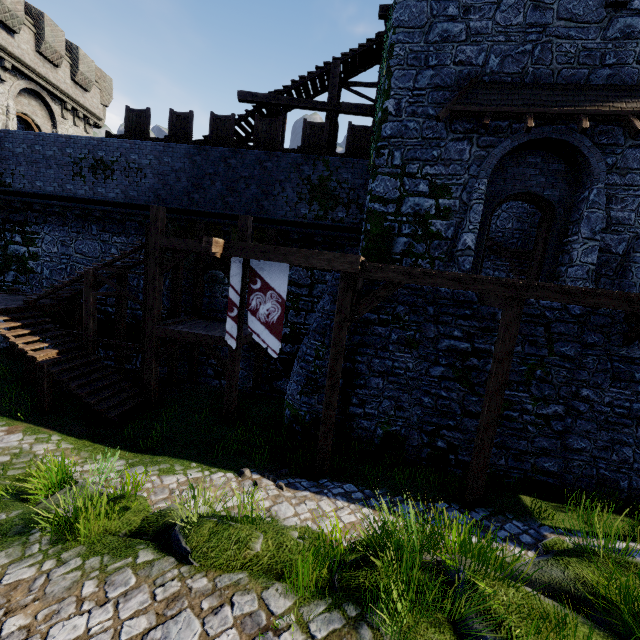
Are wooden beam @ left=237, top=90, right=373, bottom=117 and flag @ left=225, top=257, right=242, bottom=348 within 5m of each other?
no

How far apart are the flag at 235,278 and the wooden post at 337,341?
2.7m

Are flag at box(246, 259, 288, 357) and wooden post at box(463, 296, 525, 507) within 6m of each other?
yes

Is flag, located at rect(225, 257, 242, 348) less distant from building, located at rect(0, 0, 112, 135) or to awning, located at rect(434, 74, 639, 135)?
awning, located at rect(434, 74, 639, 135)

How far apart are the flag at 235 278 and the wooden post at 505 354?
6.69m

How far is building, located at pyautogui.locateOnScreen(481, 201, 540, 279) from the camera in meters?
14.7 m

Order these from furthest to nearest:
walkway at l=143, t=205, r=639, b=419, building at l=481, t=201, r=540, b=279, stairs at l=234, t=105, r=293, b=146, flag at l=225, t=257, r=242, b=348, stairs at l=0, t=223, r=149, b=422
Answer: building at l=481, t=201, r=540, b=279 < stairs at l=234, t=105, r=293, b=146 < stairs at l=0, t=223, r=149, b=422 < flag at l=225, t=257, r=242, b=348 < walkway at l=143, t=205, r=639, b=419

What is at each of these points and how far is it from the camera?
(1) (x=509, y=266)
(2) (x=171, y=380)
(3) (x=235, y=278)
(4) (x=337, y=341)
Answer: (1) building, 17.08m
(2) stairs, 13.33m
(3) flag, 8.77m
(4) wooden post, 8.38m
